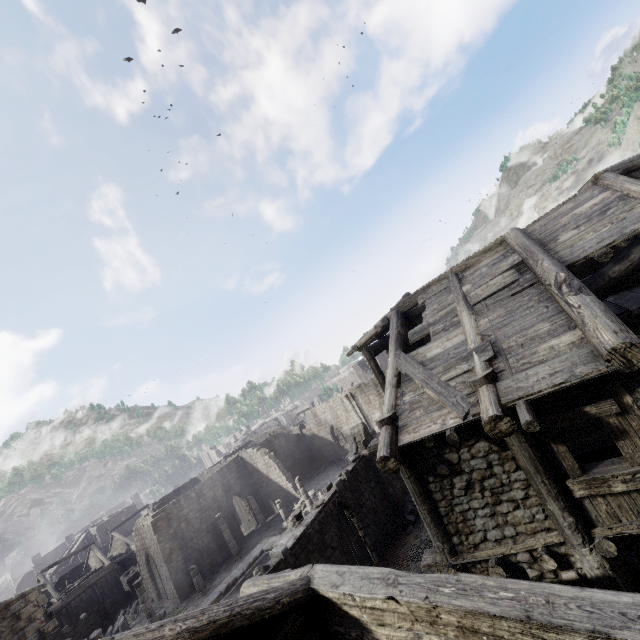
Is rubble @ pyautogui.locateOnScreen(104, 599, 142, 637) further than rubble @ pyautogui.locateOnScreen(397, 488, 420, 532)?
Yes

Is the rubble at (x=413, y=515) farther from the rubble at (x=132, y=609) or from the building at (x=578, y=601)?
the rubble at (x=132, y=609)

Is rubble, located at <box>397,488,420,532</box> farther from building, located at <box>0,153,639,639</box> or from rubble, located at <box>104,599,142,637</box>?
rubble, located at <box>104,599,142,637</box>

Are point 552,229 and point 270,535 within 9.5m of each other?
no

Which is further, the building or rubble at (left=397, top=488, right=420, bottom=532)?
rubble at (left=397, top=488, right=420, bottom=532)

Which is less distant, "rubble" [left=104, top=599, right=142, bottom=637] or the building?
the building

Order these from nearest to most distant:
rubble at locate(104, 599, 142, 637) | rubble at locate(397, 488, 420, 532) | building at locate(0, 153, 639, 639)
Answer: building at locate(0, 153, 639, 639), rubble at locate(397, 488, 420, 532), rubble at locate(104, 599, 142, 637)

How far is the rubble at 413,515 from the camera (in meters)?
17.34
